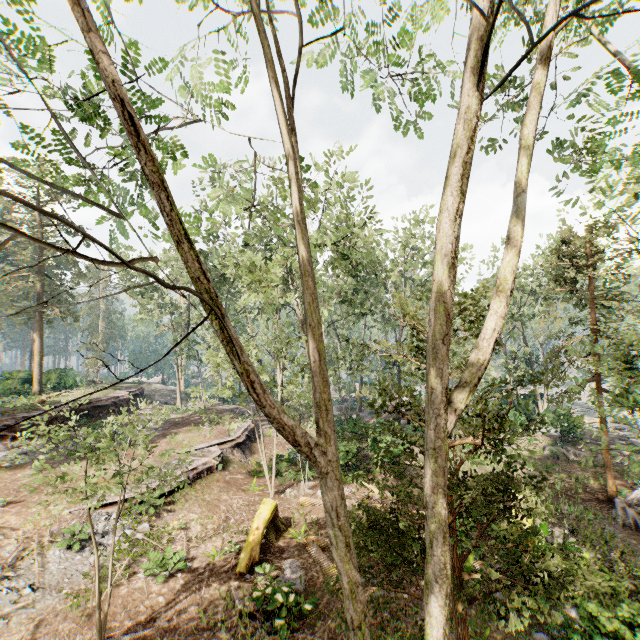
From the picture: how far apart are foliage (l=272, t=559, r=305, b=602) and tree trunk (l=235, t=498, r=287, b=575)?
0.74m

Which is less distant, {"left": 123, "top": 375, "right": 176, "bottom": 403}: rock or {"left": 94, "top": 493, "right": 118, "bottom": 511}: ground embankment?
{"left": 94, "top": 493, "right": 118, "bottom": 511}: ground embankment

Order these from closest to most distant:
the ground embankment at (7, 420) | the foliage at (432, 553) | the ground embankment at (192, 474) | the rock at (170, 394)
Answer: the foliage at (432, 553) → the ground embankment at (192, 474) → the ground embankment at (7, 420) → the rock at (170, 394)

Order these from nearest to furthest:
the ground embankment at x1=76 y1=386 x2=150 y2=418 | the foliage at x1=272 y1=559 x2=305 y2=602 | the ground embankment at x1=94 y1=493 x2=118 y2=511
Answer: the foliage at x1=272 y1=559 x2=305 y2=602, the ground embankment at x1=94 y1=493 x2=118 y2=511, the ground embankment at x1=76 y1=386 x2=150 y2=418

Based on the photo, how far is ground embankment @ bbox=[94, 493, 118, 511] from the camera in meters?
13.5

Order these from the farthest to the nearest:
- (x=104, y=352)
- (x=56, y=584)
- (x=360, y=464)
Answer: (x=360, y=464), (x=56, y=584), (x=104, y=352)

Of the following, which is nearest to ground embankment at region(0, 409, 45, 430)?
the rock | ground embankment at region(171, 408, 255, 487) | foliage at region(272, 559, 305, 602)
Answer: the rock

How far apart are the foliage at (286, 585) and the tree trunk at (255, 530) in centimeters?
74cm
